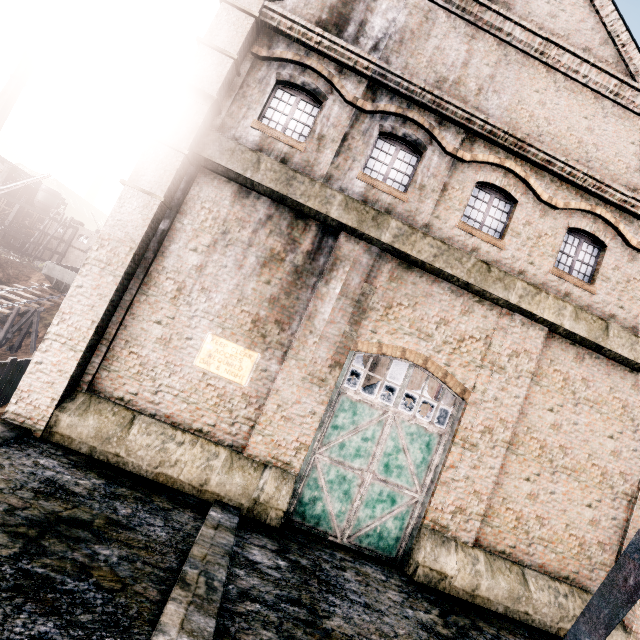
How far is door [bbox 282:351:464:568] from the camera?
10.1m

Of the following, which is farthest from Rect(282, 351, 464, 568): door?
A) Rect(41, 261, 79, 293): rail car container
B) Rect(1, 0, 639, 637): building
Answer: Rect(41, 261, 79, 293): rail car container

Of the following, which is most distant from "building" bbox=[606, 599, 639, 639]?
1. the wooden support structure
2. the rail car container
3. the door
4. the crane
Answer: the wooden support structure

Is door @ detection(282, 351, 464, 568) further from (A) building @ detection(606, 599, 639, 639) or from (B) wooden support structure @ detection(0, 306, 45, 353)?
(B) wooden support structure @ detection(0, 306, 45, 353)

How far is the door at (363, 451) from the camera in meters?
10.1 m

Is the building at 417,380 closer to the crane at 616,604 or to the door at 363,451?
the door at 363,451

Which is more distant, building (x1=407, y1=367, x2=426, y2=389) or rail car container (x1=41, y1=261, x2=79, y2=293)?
rail car container (x1=41, y1=261, x2=79, y2=293)

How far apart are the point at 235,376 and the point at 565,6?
17.71m
